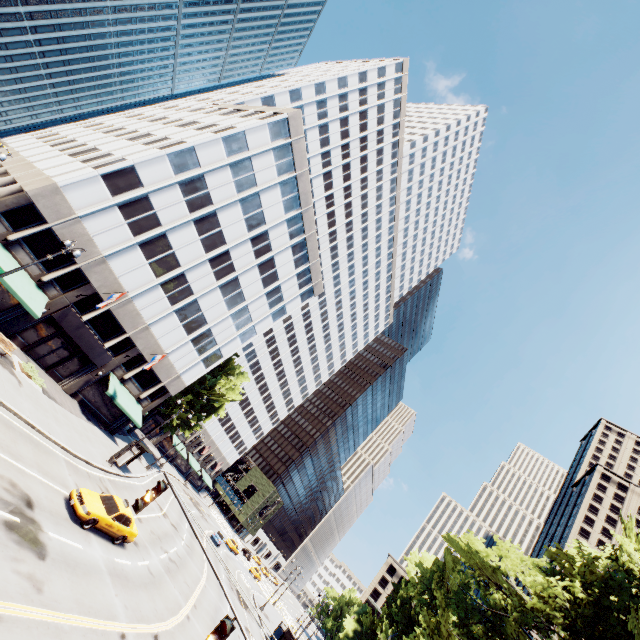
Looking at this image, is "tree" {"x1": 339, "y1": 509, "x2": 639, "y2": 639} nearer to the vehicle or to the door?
the door

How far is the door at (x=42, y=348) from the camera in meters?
27.3

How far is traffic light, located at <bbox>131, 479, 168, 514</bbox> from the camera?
8.02m

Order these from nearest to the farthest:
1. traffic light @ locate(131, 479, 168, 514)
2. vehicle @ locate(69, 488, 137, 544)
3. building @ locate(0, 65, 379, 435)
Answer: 1. traffic light @ locate(131, 479, 168, 514)
2. vehicle @ locate(69, 488, 137, 544)
3. building @ locate(0, 65, 379, 435)

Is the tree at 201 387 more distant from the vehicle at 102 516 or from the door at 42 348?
the vehicle at 102 516

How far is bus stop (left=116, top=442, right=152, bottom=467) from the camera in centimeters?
2848cm

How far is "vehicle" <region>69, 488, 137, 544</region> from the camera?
16.1 meters

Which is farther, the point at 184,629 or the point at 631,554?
the point at 631,554
